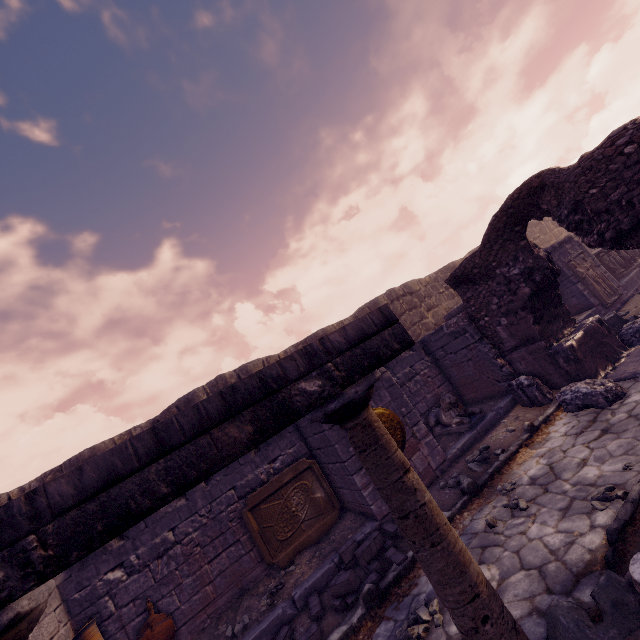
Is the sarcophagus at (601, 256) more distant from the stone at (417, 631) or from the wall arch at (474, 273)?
the stone at (417, 631)

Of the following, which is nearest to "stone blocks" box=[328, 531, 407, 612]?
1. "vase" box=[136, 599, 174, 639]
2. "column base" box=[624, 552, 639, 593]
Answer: "column base" box=[624, 552, 639, 593]

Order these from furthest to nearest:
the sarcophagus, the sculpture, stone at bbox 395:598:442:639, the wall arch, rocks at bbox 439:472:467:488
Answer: the sarcophagus → the sculpture → rocks at bbox 439:472:467:488 → the wall arch → stone at bbox 395:598:442:639

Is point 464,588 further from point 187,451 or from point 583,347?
point 583,347

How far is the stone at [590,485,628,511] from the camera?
3.5 meters

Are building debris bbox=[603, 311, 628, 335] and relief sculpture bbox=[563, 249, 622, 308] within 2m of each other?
yes

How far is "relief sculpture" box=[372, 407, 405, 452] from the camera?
6.3 meters

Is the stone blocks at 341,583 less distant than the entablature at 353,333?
No
